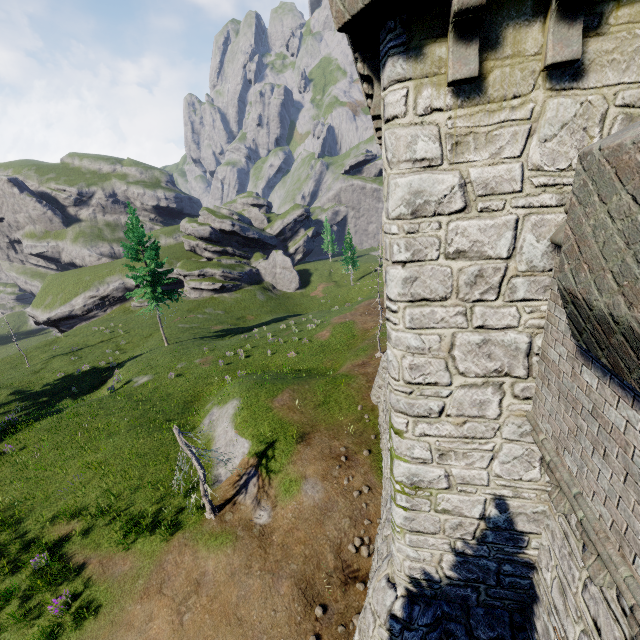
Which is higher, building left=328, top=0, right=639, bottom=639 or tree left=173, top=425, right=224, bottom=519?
building left=328, top=0, right=639, bottom=639

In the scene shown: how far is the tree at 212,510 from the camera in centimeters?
A: 1202cm

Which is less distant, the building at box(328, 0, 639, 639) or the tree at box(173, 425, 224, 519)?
the building at box(328, 0, 639, 639)

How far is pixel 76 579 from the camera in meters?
12.5

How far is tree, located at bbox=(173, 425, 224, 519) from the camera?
12.02m

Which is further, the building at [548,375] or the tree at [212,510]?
the tree at [212,510]
